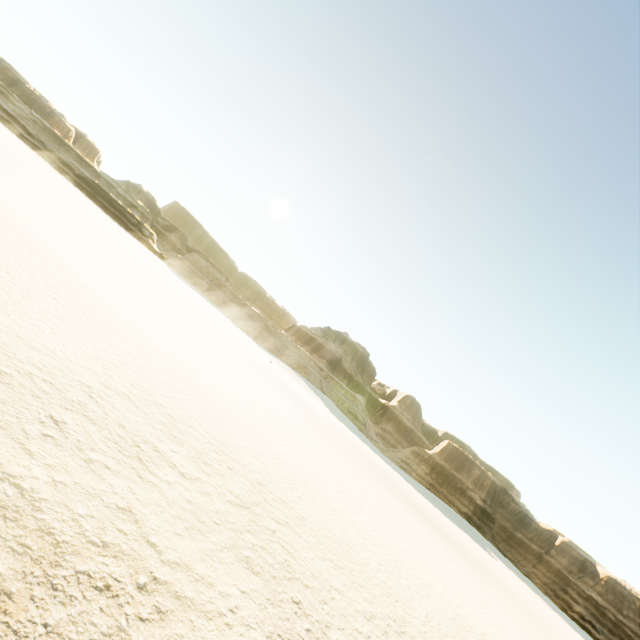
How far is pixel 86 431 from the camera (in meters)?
3.90
